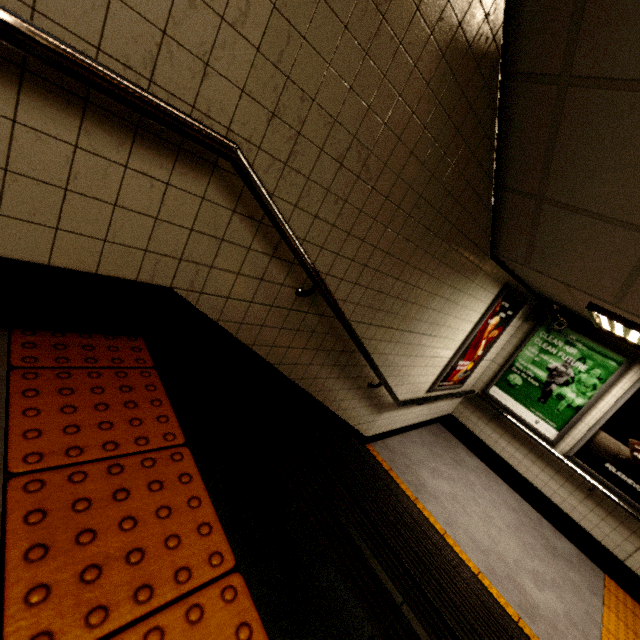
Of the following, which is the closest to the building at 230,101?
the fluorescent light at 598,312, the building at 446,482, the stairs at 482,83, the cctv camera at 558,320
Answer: the stairs at 482,83

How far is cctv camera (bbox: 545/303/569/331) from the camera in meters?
4.8 m

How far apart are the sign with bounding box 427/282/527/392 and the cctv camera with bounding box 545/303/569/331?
0.43m

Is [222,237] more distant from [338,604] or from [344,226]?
[338,604]

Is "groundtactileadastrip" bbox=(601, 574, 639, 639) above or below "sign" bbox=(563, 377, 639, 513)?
below

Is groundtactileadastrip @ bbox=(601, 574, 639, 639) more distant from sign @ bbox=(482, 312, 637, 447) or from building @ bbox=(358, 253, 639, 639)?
sign @ bbox=(482, 312, 637, 447)

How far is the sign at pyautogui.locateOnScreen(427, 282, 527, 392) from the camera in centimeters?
424cm

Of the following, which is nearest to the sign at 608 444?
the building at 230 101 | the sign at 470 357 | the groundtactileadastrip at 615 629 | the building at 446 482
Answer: the building at 446 482
